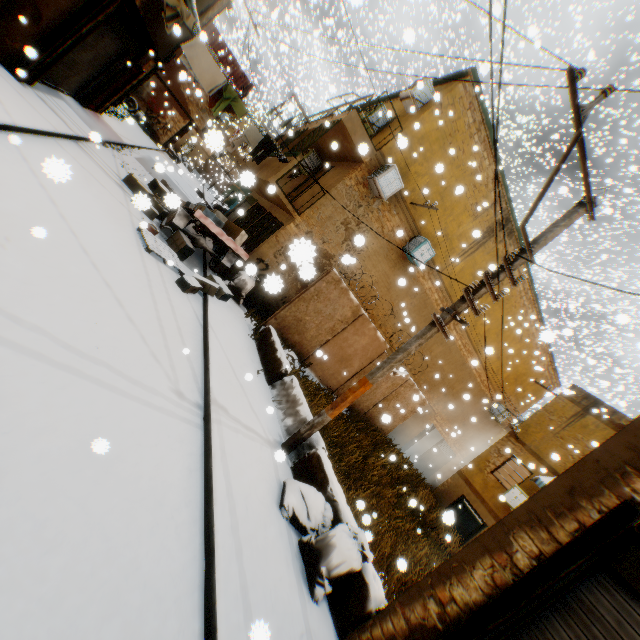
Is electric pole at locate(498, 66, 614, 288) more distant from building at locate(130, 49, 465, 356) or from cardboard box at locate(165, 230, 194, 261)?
cardboard box at locate(165, 230, 194, 261)

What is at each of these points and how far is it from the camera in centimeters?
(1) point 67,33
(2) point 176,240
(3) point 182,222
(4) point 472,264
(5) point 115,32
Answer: (1) wooden beam, 724cm
(2) cardboard box, 938cm
(3) cart, 963cm
(4) building, 1430cm
(5) rolling overhead door, 909cm

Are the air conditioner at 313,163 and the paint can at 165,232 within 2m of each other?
no

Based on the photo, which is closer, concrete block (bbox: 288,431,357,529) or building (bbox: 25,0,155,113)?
concrete block (bbox: 288,431,357,529)

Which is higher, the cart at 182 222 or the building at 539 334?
the building at 539 334

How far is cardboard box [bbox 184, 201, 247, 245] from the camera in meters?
9.3

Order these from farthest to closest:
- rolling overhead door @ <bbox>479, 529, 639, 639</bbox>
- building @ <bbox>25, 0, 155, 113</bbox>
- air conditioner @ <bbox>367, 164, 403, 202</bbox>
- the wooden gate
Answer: the wooden gate → air conditioner @ <bbox>367, 164, 403, 202</bbox> → building @ <bbox>25, 0, 155, 113</bbox> → rolling overhead door @ <bbox>479, 529, 639, 639</bbox>

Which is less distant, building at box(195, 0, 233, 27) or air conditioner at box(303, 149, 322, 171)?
building at box(195, 0, 233, 27)
